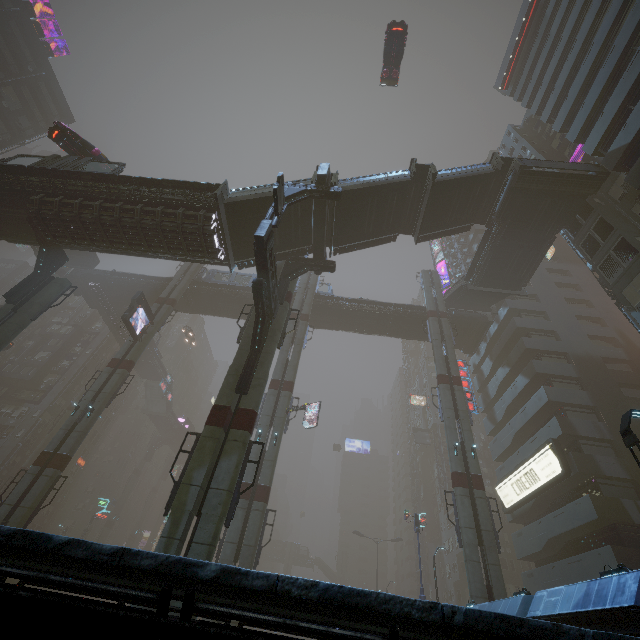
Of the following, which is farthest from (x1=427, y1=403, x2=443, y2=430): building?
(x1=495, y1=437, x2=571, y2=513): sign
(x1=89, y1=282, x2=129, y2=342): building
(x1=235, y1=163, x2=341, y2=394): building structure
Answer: (x1=235, y1=163, x2=341, y2=394): building structure

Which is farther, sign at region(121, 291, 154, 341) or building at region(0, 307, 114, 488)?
building at region(0, 307, 114, 488)

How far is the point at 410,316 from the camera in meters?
39.2

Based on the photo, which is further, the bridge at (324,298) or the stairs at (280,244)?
the bridge at (324,298)

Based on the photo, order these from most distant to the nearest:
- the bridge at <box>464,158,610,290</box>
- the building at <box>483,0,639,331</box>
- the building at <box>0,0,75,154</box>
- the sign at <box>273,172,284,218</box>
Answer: the building at <box>0,0,75,154</box> → the bridge at <box>464,158,610,290</box> → the building at <box>483,0,639,331</box> → the sign at <box>273,172,284,218</box>

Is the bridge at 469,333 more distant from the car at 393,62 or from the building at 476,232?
the car at 393,62

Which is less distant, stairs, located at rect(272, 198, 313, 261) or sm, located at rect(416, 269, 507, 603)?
sm, located at rect(416, 269, 507, 603)

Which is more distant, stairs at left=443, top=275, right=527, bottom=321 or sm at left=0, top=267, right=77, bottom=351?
stairs at left=443, top=275, right=527, bottom=321
